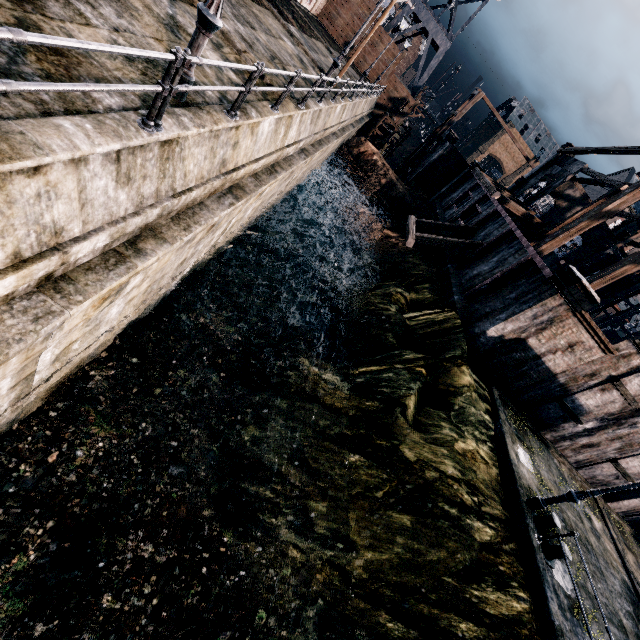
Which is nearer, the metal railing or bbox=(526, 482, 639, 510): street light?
the metal railing

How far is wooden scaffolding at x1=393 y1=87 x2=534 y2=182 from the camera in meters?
36.5

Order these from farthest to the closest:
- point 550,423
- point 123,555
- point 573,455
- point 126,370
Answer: point 573,455 < point 550,423 < point 126,370 < point 123,555

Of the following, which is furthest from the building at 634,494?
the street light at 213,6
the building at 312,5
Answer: the building at 312,5

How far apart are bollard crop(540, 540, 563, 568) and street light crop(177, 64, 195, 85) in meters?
17.0

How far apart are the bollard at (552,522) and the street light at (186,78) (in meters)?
16.95

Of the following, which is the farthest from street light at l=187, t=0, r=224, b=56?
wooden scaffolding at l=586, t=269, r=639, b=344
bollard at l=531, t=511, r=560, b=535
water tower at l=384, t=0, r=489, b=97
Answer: water tower at l=384, t=0, r=489, b=97

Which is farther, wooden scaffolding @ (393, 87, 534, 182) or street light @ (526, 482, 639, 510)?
wooden scaffolding @ (393, 87, 534, 182)
